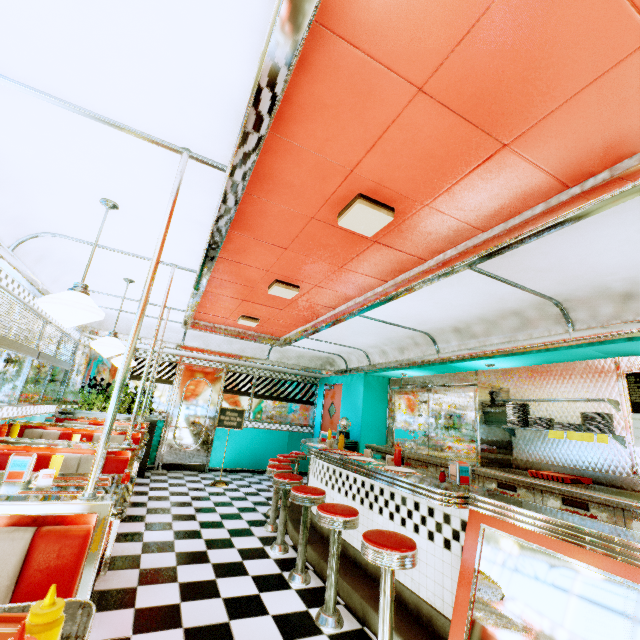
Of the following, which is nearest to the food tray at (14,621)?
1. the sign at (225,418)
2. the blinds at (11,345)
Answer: the blinds at (11,345)

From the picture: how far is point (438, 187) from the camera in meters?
2.3 m

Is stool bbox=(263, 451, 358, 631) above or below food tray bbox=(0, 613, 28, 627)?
below

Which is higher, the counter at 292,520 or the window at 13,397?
the window at 13,397

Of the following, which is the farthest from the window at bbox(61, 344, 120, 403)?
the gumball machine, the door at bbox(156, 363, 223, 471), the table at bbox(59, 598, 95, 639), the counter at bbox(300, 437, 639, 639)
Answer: the table at bbox(59, 598, 95, 639)

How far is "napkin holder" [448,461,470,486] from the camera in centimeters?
264cm

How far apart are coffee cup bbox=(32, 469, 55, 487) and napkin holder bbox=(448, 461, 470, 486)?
3.06m

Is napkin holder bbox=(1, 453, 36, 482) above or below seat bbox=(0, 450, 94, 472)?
above
